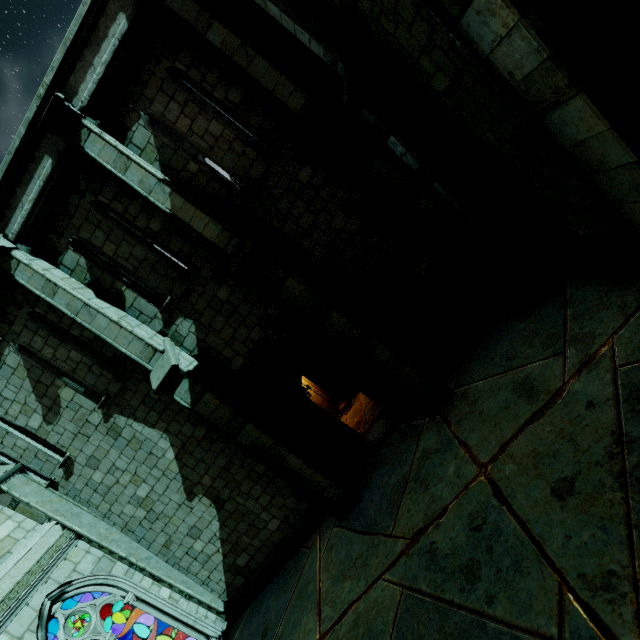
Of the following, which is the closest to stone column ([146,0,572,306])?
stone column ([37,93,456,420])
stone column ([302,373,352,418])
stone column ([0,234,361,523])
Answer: stone column ([37,93,456,420])

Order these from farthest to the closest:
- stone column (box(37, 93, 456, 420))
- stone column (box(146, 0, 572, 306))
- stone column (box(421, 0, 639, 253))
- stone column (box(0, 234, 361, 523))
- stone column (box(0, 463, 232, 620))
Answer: stone column (box(0, 463, 232, 620))
stone column (box(0, 234, 361, 523))
stone column (box(37, 93, 456, 420))
stone column (box(146, 0, 572, 306))
stone column (box(421, 0, 639, 253))

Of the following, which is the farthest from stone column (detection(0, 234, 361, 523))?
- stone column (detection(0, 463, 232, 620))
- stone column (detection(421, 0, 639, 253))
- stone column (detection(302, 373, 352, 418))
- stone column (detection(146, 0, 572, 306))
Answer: stone column (detection(421, 0, 639, 253))

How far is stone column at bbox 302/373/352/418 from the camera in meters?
11.0 m

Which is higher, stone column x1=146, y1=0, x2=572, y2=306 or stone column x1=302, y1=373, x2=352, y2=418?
stone column x1=146, y1=0, x2=572, y2=306

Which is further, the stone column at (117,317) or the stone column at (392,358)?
the stone column at (117,317)

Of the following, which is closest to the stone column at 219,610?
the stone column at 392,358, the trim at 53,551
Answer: the trim at 53,551

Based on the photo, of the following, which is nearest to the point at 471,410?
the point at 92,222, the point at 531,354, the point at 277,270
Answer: the point at 531,354
